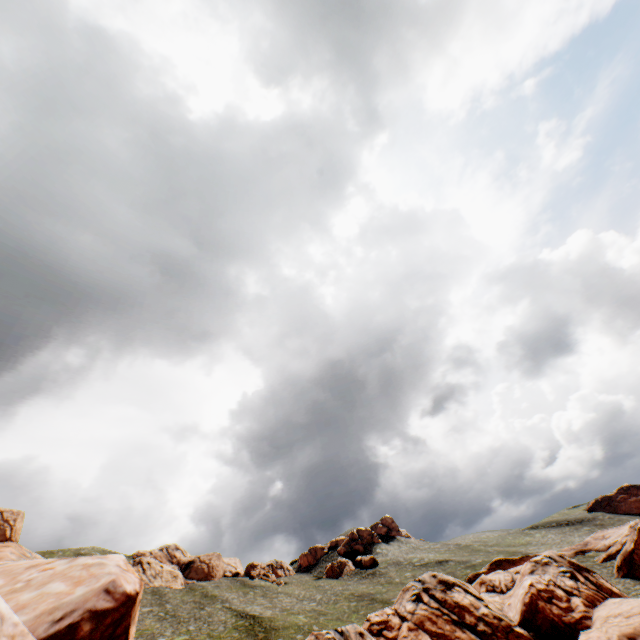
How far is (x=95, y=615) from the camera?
9.25m

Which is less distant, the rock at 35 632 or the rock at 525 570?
the rock at 35 632

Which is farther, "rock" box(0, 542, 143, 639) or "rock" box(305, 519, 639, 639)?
"rock" box(305, 519, 639, 639)

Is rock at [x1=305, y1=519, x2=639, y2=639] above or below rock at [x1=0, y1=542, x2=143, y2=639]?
below

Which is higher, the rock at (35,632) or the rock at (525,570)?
the rock at (35,632)
